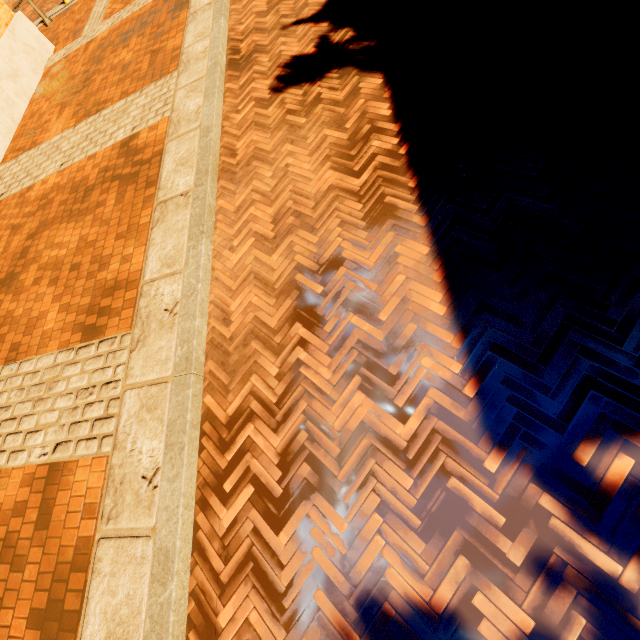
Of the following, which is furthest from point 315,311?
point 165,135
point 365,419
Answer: point 165,135
